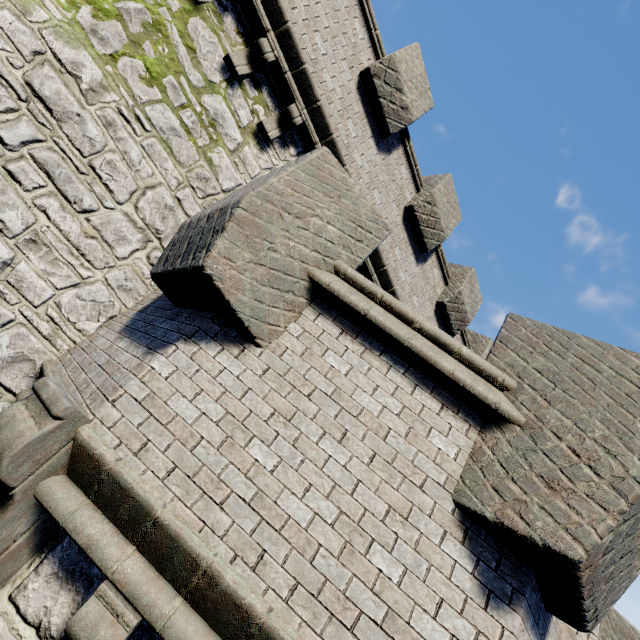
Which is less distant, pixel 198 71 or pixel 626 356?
pixel 626 356
